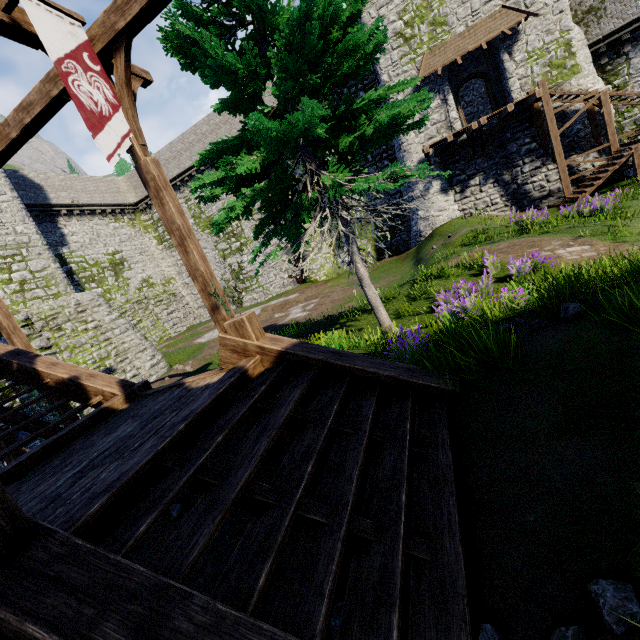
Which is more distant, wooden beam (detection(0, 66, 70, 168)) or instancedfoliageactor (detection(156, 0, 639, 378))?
wooden beam (detection(0, 66, 70, 168))

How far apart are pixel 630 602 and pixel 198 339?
23.25m

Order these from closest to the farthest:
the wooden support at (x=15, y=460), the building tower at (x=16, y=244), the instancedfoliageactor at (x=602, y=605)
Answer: the instancedfoliageactor at (x=602, y=605)
the wooden support at (x=15, y=460)
the building tower at (x=16, y=244)

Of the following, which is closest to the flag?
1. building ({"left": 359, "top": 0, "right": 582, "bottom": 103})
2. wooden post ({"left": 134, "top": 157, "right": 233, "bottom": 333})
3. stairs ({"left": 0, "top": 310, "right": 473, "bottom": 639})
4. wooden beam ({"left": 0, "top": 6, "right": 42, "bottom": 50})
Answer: wooden beam ({"left": 0, "top": 6, "right": 42, "bottom": 50})

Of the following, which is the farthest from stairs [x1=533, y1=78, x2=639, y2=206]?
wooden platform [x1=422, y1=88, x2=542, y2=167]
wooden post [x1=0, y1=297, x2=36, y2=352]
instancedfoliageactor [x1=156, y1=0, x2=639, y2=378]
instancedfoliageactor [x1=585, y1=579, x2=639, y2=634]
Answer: wooden post [x1=0, y1=297, x2=36, y2=352]

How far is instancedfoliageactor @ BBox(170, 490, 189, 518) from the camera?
5.1m

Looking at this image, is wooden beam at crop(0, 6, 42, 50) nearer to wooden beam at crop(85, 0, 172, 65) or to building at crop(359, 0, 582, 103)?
wooden beam at crop(85, 0, 172, 65)

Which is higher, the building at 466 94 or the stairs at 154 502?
the building at 466 94
